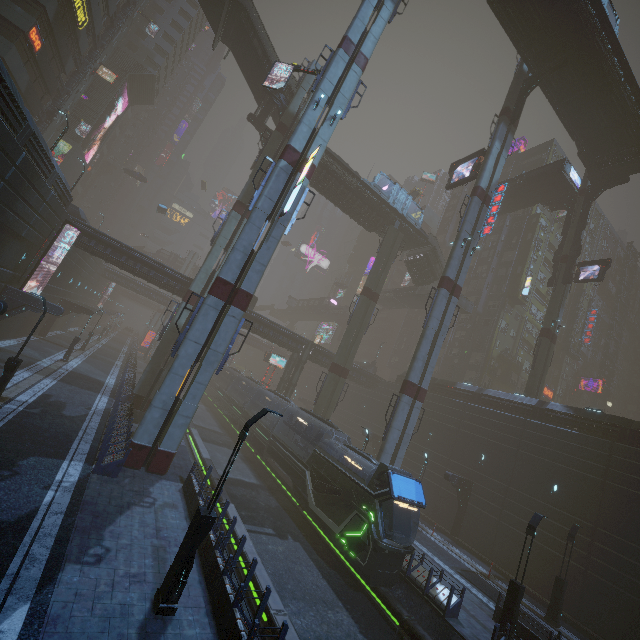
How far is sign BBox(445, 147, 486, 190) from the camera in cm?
2966

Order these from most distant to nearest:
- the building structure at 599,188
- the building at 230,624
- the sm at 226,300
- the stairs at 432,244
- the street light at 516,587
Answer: the stairs at 432,244 < the building structure at 599,188 < the sm at 226,300 < the street light at 516,587 < the building at 230,624

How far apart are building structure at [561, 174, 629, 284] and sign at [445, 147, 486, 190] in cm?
1522

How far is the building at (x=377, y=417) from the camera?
42.2 meters

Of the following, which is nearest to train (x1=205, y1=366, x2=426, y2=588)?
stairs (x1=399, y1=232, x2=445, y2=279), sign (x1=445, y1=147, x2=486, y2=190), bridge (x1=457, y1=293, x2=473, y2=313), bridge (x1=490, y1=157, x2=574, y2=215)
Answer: sign (x1=445, y1=147, x2=486, y2=190)

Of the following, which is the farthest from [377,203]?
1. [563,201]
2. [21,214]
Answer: [21,214]

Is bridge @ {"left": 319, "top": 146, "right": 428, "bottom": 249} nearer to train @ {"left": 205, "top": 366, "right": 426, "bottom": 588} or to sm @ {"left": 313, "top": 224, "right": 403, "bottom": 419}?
sm @ {"left": 313, "top": 224, "right": 403, "bottom": 419}

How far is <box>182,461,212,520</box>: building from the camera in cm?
1319
